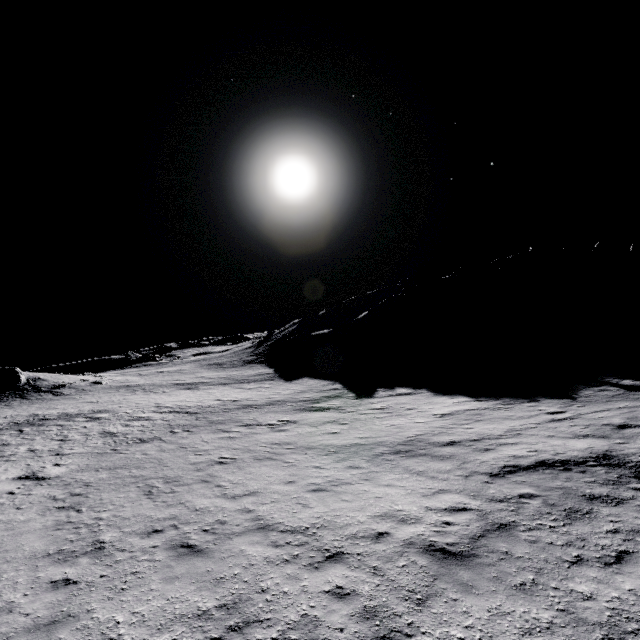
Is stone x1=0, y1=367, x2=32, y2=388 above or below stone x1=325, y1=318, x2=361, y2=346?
above

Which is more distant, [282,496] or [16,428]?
[16,428]

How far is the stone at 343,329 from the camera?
49.4m

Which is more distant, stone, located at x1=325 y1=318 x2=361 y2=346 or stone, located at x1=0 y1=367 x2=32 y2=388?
stone, located at x1=325 y1=318 x2=361 y2=346

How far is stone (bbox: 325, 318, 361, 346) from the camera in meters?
49.4 m

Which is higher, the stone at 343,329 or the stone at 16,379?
the stone at 16,379
